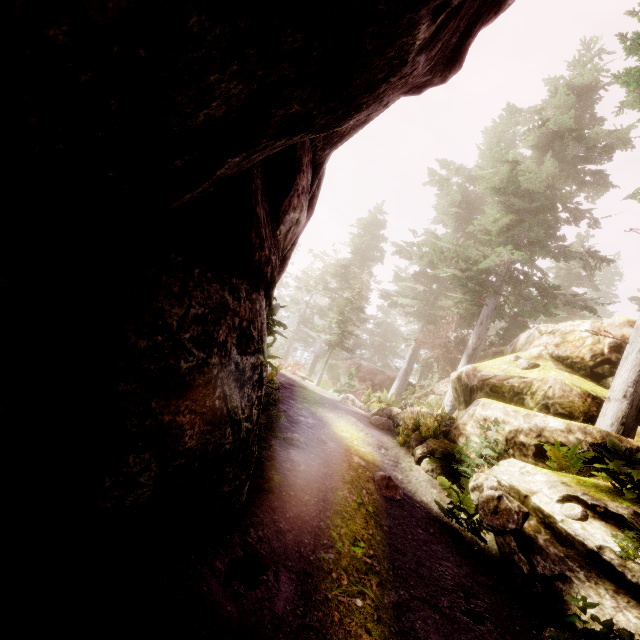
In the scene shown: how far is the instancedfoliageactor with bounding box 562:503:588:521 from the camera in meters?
6.0 m

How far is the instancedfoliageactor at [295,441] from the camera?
7.6 meters

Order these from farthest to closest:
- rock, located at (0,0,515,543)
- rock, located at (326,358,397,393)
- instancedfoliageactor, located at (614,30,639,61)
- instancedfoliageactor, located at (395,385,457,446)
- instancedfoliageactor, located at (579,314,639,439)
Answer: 1. rock, located at (326,358,397,393)
2. instancedfoliageactor, located at (395,385,457,446)
3. instancedfoliageactor, located at (614,30,639,61)
4. instancedfoliageactor, located at (579,314,639,439)
5. rock, located at (0,0,515,543)

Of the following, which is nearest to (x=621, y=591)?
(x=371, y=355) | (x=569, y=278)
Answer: (x=569, y=278)

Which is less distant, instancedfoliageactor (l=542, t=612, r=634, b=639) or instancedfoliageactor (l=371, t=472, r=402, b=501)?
instancedfoliageactor (l=542, t=612, r=634, b=639)

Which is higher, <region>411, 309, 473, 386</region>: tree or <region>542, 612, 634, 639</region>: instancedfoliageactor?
<region>411, 309, 473, 386</region>: tree

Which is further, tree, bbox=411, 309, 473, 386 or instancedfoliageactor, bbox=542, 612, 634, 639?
tree, bbox=411, 309, 473, 386
